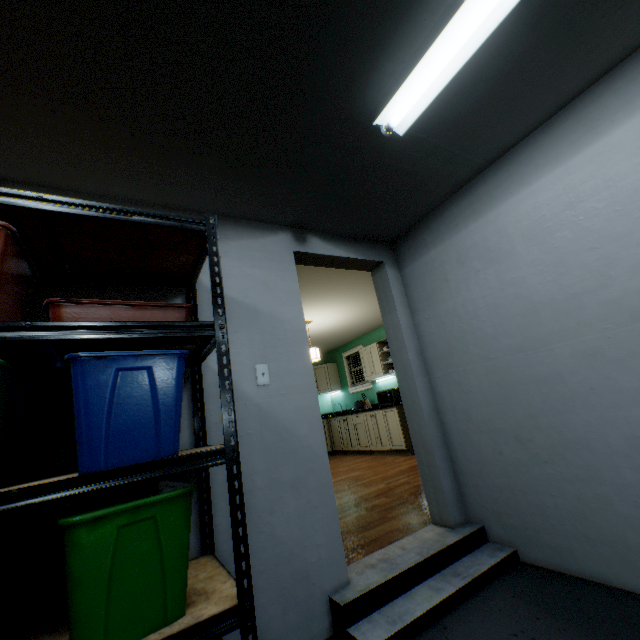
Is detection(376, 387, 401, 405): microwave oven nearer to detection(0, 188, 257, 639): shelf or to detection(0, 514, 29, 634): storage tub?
detection(0, 188, 257, 639): shelf

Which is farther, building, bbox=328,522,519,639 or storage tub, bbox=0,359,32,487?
building, bbox=328,522,519,639

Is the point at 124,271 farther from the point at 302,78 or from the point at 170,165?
the point at 302,78

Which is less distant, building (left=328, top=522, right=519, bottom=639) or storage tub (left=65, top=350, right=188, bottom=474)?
storage tub (left=65, top=350, right=188, bottom=474)

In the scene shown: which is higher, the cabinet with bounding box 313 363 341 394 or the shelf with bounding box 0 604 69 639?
the cabinet with bounding box 313 363 341 394

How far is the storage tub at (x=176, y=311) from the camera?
1.1 meters

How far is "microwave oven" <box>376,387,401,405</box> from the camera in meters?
6.0 m

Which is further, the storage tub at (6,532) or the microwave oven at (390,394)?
the microwave oven at (390,394)
